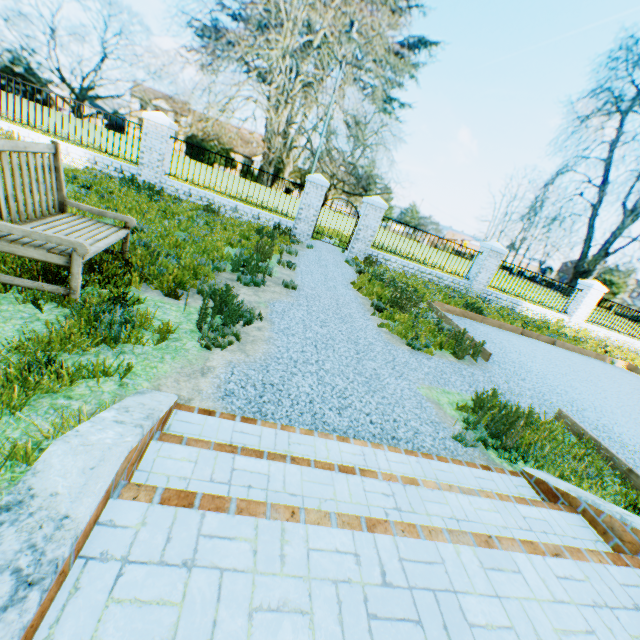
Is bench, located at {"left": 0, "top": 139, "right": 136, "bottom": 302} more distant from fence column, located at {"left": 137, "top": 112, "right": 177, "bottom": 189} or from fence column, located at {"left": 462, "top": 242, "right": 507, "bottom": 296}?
fence column, located at {"left": 462, "top": 242, "right": 507, "bottom": 296}

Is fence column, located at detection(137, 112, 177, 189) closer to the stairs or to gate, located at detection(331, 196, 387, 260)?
gate, located at detection(331, 196, 387, 260)

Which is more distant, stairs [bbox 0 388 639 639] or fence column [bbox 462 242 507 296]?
fence column [bbox 462 242 507 296]

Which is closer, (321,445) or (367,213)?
(321,445)

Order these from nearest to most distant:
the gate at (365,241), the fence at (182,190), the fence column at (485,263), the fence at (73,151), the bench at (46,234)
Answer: the bench at (46,234) < the fence at (73,151) < the fence at (182,190) < the gate at (365,241) < the fence column at (485,263)

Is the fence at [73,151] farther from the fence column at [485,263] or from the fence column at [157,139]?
the fence column at [485,263]

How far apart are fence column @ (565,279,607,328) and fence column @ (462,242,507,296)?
4.76m

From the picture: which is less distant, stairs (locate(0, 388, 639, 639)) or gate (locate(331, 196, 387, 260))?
stairs (locate(0, 388, 639, 639))
